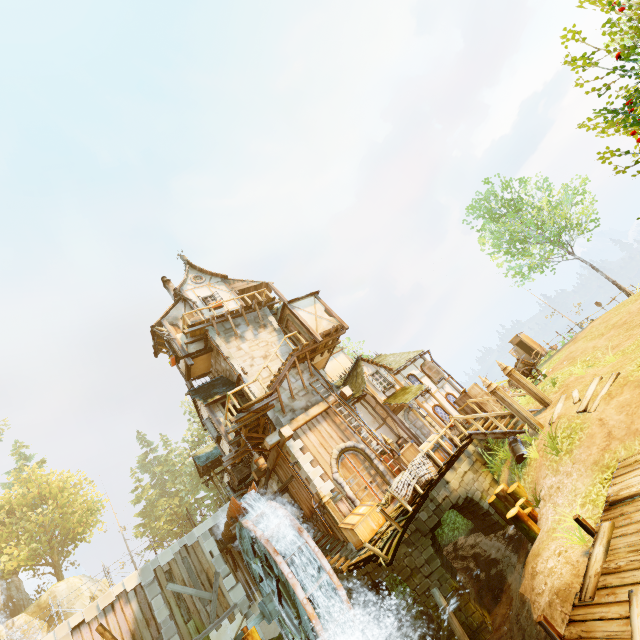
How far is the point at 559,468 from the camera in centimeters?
950cm

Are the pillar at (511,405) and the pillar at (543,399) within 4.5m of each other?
yes

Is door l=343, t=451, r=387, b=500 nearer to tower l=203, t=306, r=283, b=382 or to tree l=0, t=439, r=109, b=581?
tower l=203, t=306, r=283, b=382

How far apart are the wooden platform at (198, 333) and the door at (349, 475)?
9.8 meters

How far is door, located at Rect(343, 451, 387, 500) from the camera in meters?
14.5 m

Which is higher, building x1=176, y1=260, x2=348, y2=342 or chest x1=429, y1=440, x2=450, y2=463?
building x1=176, y1=260, x2=348, y2=342

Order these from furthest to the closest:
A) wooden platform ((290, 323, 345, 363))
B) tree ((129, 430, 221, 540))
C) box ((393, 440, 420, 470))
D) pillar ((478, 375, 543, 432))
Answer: tree ((129, 430, 221, 540)) < wooden platform ((290, 323, 345, 363)) < box ((393, 440, 420, 470)) < pillar ((478, 375, 543, 432))

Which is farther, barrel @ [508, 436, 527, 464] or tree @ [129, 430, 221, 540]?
tree @ [129, 430, 221, 540]
